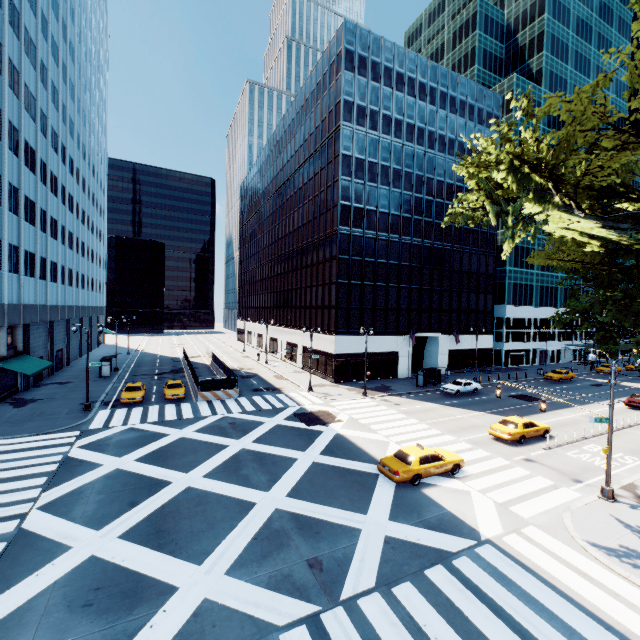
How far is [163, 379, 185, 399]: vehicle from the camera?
31.08m

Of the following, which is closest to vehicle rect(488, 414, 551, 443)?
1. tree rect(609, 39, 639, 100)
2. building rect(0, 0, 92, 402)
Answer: tree rect(609, 39, 639, 100)

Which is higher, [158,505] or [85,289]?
[85,289]

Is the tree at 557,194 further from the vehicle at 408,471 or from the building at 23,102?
the building at 23,102

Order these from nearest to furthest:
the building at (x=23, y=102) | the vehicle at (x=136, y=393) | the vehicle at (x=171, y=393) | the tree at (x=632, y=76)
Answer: the tree at (x=632, y=76) → the building at (x=23, y=102) → the vehicle at (x=136, y=393) → the vehicle at (x=171, y=393)

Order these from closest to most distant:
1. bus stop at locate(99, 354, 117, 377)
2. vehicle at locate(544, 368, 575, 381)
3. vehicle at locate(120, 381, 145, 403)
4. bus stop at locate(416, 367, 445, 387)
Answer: vehicle at locate(120, 381, 145, 403), bus stop at locate(416, 367, 445, 387), bus stop at locate(99, 354, 117, 377), vehicle at locate(544, 368, 575, 381)

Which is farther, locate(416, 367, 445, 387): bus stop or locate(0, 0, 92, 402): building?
locate(416, 367, 445, 387): bus stop

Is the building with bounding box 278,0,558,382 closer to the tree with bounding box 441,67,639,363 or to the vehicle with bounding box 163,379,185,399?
the vehicle with bounding box 163,379,185,399
